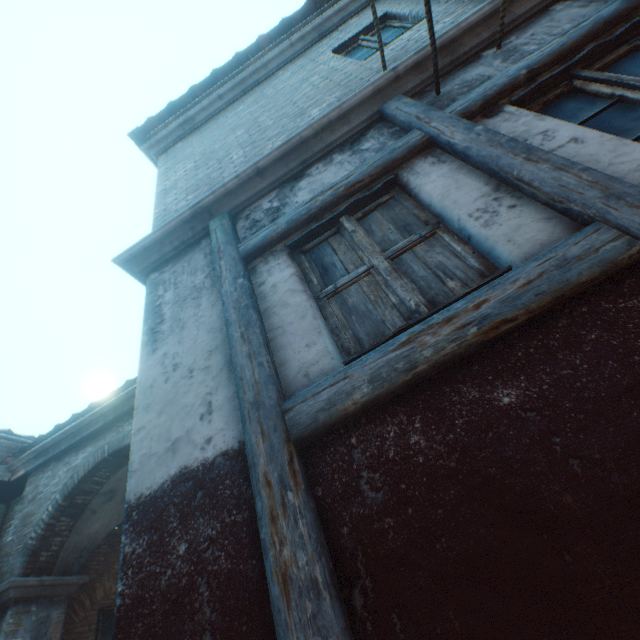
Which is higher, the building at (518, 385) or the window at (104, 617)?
the window at (104, 617)

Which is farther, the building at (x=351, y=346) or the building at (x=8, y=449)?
the building at (x=8, y=449)

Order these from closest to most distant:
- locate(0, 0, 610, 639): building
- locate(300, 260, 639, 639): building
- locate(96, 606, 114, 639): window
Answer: locate(300, 260, 639, 639): building
locate(0, 0, 610, 639): building
locate(96, 606, 114, 639): window

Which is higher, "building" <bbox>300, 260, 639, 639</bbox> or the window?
the window

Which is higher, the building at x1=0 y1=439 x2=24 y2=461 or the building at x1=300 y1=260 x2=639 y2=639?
the building at x1=0 y1=439 x2=24 y2=461

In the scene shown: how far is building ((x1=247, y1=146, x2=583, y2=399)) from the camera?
1.8 meters

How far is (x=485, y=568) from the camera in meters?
1.1
